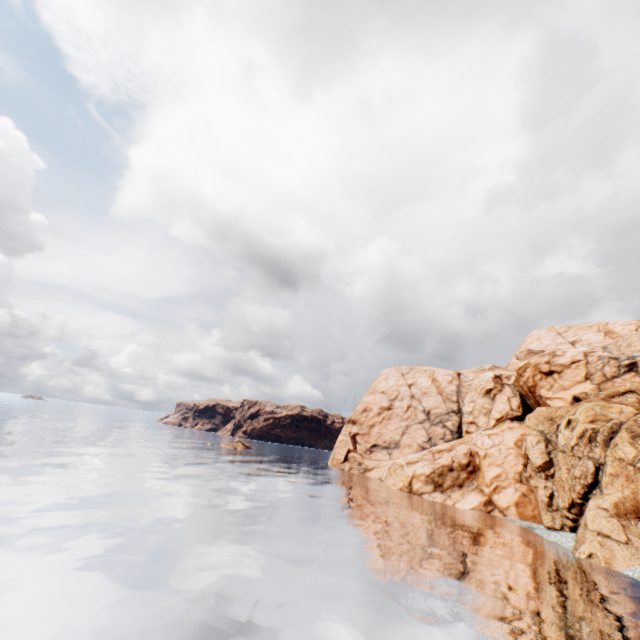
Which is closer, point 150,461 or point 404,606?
point 404,606
